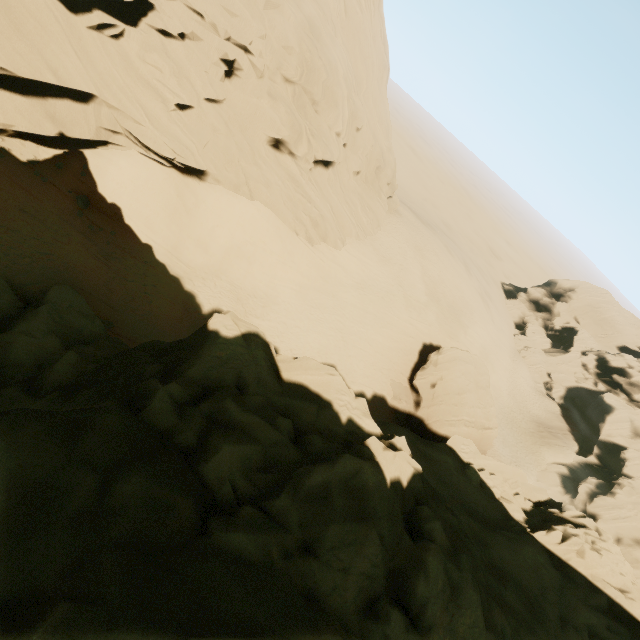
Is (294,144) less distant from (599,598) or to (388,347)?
(388,347)

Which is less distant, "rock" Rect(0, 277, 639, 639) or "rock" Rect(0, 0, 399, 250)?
"rock" Rect(0, 277, 639, 639)

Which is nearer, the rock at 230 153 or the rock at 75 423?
the rock at 75 423
